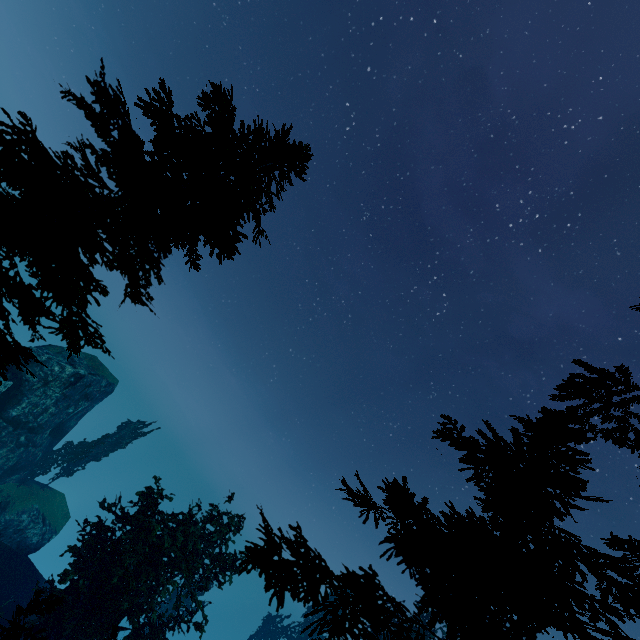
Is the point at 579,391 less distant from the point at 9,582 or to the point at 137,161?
the point at 137,161

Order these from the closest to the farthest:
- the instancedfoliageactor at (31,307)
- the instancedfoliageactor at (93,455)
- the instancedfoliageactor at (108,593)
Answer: the instancedfoliageactor at (108,593), the instancedfoliageactor at (31,307), the instancedfoliageactor at (93,455)

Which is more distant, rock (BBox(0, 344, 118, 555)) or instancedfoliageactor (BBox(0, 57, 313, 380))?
rock (BBox(0, 344, 118, 555))

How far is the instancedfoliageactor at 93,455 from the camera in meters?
29.2 m

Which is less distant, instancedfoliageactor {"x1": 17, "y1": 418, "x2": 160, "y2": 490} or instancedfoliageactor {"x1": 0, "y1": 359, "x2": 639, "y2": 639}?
instancedfoliageactor {"x1": 0, "y1": 359, "x2": 639, "y2": 639}

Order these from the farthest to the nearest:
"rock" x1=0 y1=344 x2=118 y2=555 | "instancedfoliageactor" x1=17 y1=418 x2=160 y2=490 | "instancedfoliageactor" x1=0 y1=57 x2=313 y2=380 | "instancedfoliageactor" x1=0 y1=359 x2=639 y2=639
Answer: "instancedfoliageactor" x1=17 y1=418 x2=160 y2=490, "rock" x1=0 y1=344 x2=118 y2=555, "instancedfoliageactor" x1=0 y1=57 x2=313 y2=380, "instancedfoliageactor" x1=0 y1=359 x2=639 y2=639
